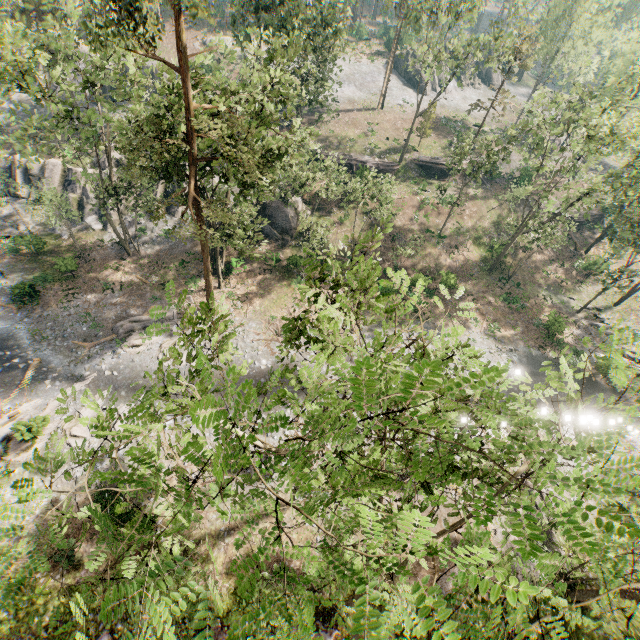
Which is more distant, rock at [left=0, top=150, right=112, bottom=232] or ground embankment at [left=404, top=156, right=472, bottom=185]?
ground embankment at [left=404, top=156, right=472, bottom=185]

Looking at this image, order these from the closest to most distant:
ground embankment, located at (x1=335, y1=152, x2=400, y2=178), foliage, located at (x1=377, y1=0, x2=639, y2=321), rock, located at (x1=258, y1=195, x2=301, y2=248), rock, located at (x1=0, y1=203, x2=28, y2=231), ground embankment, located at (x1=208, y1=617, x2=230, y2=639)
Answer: ground embankment, located at (x1=208, y1=617, x2=230, y2=639) < foliage, located at (x1=377, y1=0, x2=639, y2=321) < rock, located at (x1=0, y1=203, x2=28, y2=231) < rock, located at (x1=258, y1=195, x2=301, y2=248) < ground embankment, located at (x1=335, y1=152, x2=400, y2=178)

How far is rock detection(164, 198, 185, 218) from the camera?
34.9m

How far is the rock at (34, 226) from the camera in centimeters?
3412cm

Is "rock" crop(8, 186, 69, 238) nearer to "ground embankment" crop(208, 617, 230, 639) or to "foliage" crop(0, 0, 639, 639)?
"foliage" crop(0, 0, 639, 639)

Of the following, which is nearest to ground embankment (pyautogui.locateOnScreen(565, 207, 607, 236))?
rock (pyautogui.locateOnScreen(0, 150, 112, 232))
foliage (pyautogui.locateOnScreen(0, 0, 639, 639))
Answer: foliage (pyautogui.locateOnScreen(0, 0, 639, 639))

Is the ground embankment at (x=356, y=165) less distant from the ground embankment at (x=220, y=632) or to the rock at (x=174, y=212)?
the rock at (x=174, y=212)

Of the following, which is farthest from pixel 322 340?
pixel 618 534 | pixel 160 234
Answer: pixel 160 234
